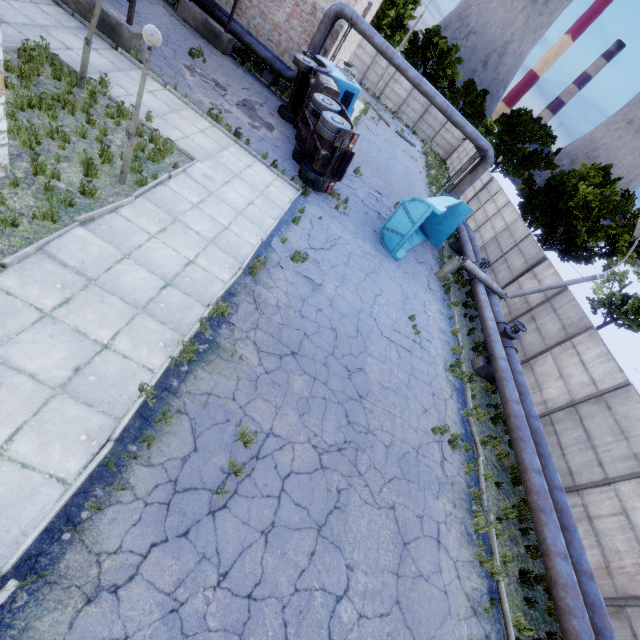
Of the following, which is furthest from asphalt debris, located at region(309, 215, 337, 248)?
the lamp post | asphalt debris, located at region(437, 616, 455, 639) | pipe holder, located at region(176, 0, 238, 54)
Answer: pipe holder, located at region(176, 0, 238, 54)

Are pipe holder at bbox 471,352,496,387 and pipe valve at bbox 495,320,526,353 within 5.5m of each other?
yes

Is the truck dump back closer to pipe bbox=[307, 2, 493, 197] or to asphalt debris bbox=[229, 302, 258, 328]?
pipe bbox=[307, 2, 493, 197]

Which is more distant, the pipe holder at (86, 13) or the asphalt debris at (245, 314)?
the pipe holder at (86, 13)

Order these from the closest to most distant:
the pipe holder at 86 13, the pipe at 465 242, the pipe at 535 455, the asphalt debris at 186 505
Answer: the asphalt debris at 186 505
the pipe at 535 455
the pipe holder at 86 13
the pipe at 465 242

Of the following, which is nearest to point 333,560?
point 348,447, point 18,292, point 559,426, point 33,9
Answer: point 348,447

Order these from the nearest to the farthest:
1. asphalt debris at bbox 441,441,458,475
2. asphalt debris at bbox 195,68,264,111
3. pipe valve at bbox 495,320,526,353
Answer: asphalt debris at bbox 441,441,458,475, pipe valve at bbox 495,320,526,353, asphalt debris at bbox 195,68,264,111

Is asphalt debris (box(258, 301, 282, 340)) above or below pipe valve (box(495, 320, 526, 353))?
below
